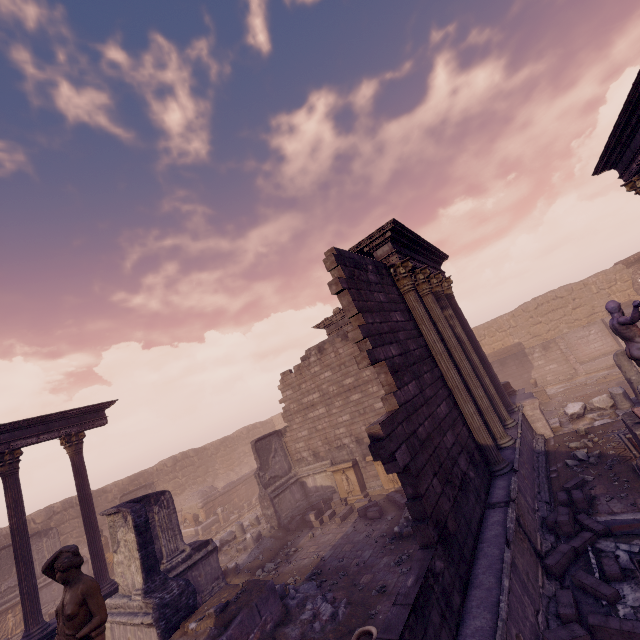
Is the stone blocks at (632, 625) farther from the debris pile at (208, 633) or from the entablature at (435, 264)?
the entablature at (435, 264)

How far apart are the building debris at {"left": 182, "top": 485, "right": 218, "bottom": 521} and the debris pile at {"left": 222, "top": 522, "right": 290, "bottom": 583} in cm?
757

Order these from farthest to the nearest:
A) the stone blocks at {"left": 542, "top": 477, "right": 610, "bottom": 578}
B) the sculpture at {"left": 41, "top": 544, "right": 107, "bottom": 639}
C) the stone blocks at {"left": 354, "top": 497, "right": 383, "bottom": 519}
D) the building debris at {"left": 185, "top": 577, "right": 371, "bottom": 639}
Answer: the stone blocks at {"left": 354, "top": 497, "right": 383, "bottom": 519} → the building debris at {"left": 185, "top": 577, "right": 371, "bottom": 639} → the stone blocks at {"left": 542, "top": 477, "right": 610, "bottom": 578} → the sculpture at {"left": 41, "top": 544, "right": 107, "bottom": 639}

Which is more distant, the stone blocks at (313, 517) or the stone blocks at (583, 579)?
the stone blocks at (313, 517)

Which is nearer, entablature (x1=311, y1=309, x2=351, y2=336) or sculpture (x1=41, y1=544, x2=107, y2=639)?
sculpture (x1=41, y1=544, x2=107, y2=639)

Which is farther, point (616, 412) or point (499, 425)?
point (616, 412)

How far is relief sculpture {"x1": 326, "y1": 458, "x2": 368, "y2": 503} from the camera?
14.2 meters

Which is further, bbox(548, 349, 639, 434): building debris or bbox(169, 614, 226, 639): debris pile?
bbox(548, 349, 639, 434): building debris
